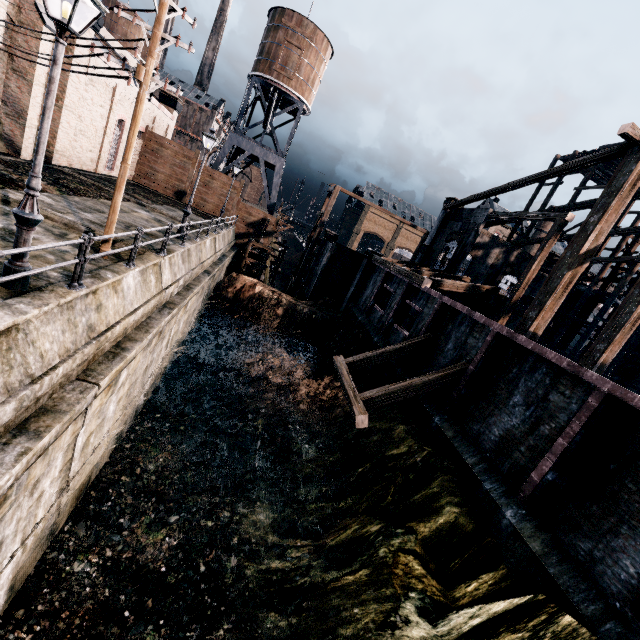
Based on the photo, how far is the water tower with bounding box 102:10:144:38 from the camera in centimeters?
5269cm

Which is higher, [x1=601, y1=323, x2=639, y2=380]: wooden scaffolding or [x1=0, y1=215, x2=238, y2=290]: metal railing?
[x1=601, y1=323, x2=639, y2=380]: wooden scaffolding

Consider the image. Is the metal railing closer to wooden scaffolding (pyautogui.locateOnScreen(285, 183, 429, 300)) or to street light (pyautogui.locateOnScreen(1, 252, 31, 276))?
street light (pyautogui.locateOnScreen(1, 252, 31, 276))

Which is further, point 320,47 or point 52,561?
point 320,47

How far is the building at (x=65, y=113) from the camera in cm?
2108

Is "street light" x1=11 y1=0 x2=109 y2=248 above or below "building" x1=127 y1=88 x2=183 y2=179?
below

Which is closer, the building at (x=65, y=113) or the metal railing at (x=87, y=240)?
the metal railing at (x=87, y=240)

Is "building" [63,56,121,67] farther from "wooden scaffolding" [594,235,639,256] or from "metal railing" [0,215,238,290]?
"wooden scaffolding" [594,235,639,256]
